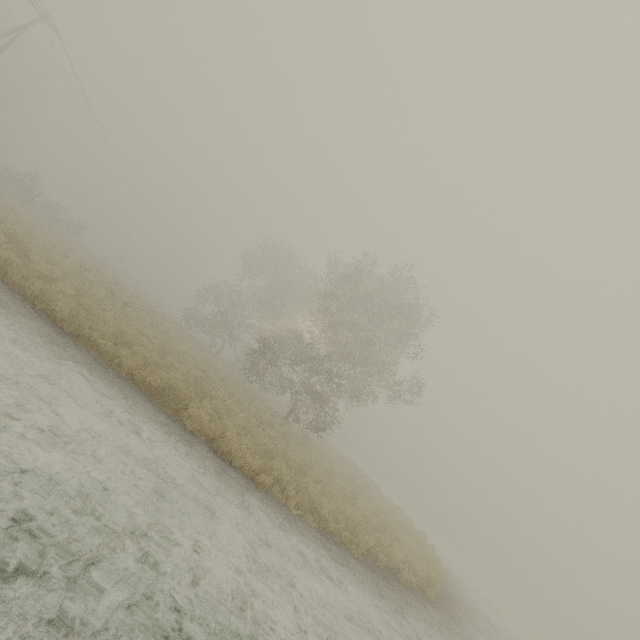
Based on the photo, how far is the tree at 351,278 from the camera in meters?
18.5

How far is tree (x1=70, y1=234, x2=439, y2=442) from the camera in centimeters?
1855cm

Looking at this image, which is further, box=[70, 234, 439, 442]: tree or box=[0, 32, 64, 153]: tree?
box=[0, 32, 64, 153]: tree

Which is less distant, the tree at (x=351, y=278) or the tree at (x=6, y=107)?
the tree at (x=351, y=278)

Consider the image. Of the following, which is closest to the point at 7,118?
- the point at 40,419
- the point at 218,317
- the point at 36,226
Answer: the point at 36,226
